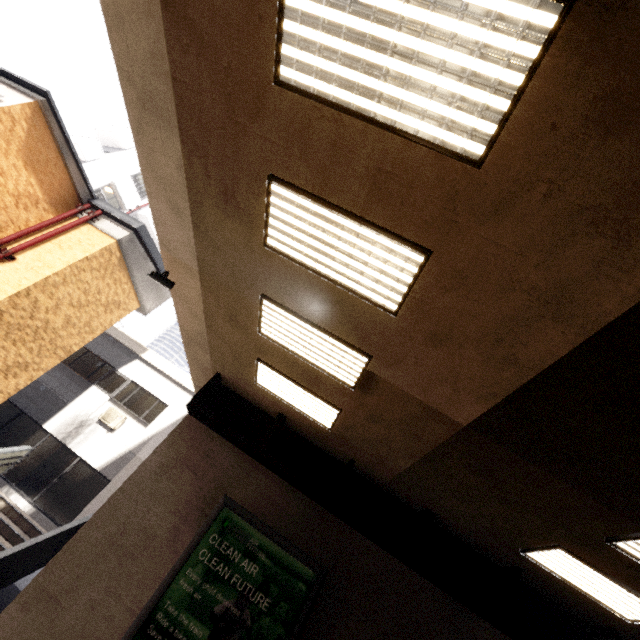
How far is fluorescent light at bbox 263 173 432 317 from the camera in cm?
340

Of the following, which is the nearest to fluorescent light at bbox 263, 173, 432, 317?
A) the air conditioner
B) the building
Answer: the air conditioner

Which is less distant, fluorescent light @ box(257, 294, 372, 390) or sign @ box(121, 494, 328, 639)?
fluorescent light @ box(257, 294, 372, 390)

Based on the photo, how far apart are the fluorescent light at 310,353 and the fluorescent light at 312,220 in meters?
0.9 m

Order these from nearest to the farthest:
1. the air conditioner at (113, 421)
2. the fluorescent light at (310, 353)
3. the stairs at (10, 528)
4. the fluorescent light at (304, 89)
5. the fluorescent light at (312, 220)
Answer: the fluorescent light at (304, 89)
the fluorescent light at (312, 220)
the fluorescent light at (310, 353)
the stairs at (10, 528)
the air conditioner at (113, 421)

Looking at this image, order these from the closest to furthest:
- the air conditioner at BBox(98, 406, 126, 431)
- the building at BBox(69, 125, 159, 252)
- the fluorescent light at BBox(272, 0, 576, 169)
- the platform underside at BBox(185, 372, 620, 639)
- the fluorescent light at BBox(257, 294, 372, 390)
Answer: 1. the fluorescent light at BBox(272, 0, 576, 169)
2. the fluorescent light at BBox(257, 294, 372, 390)
3. the platform underside at BBox(185, 372, 620, 639)
4. the air conditioner at BBox(98, 406, 126, 431)
5. the building at BBox(69, 125, 159, 252)

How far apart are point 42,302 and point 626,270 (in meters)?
11.60

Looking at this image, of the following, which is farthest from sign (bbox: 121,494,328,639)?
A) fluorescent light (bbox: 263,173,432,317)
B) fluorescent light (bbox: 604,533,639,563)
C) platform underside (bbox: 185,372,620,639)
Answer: fluorescent light (bbox: 263,173,432,317)
